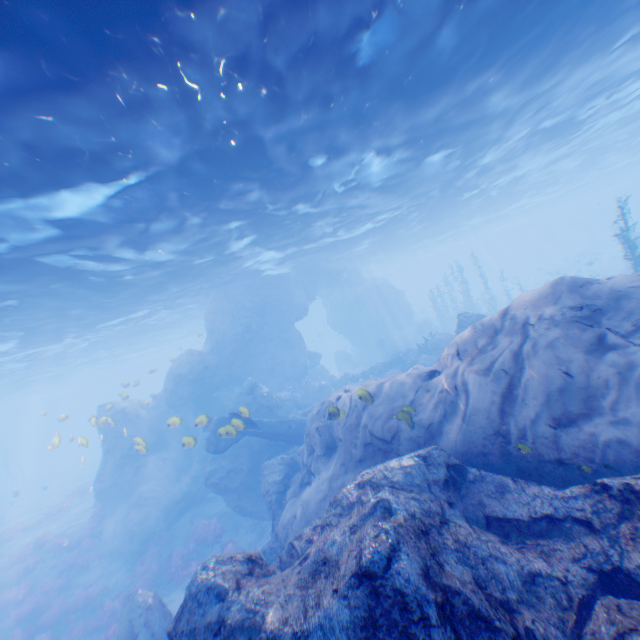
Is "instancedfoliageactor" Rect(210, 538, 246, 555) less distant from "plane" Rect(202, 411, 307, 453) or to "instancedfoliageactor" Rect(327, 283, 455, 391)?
"plane" Rect(202, 411, 307, 453)

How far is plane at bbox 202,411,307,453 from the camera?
12.0m

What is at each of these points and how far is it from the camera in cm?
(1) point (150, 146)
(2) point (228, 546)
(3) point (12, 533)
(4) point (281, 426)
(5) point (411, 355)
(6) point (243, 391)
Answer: (1) light, 852
(2) instancedfoliageactor, 1551
(3) instancedfoliageactor, 2341
(4) plane, 1638
(5) instancedfoliageactor, 2381
(6) rock, 2036

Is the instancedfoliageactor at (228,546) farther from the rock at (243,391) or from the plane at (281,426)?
the plane at (281,426)

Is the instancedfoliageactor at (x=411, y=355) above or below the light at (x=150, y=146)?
below

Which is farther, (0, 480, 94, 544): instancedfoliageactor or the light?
(0, 480, 94, 544): instancedfoliageactor

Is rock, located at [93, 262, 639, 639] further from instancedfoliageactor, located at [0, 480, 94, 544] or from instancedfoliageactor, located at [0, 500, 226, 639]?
instancedfoliageactor, located at [0, 480, 94, 544]

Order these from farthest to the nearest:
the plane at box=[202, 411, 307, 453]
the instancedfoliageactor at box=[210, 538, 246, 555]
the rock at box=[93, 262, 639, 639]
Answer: the instancedfoliageactor at box=[210, 538, 246, 555], the plane at box=[202, 411, 307, 453], the rock at box=[93, 262, 639, 639]
